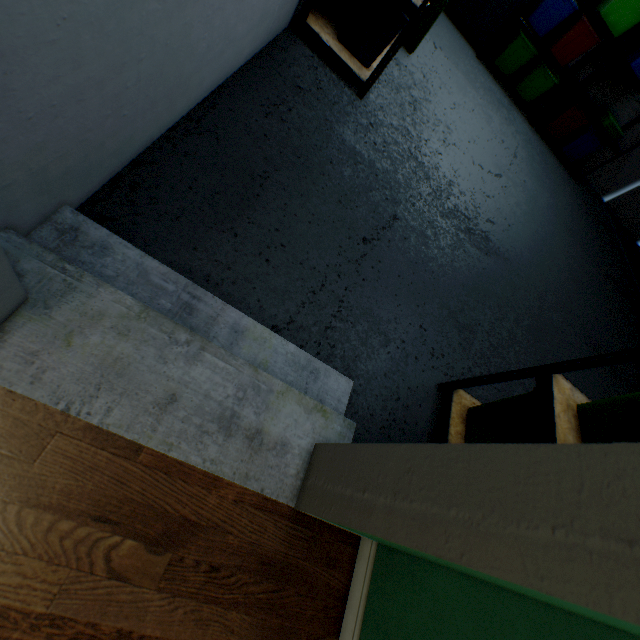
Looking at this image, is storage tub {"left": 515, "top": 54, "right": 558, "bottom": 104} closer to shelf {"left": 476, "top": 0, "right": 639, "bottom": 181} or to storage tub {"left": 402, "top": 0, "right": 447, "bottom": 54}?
shelf {"left": 476, "top": 0, "right": 639, "bottom": 181}

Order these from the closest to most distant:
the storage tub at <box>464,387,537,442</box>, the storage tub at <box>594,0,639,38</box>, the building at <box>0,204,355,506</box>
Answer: the building at <box>0,204,355,506</box> < the storage tub at <box>464,387,537,442</box> < the storage tub at <box>594,0,639,38</box>

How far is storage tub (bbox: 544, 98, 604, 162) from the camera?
4.3m

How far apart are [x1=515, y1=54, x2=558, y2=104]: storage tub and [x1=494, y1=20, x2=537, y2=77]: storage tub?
0.09m

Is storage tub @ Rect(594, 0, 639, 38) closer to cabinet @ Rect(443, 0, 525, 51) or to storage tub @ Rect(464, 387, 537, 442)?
cabinet @ Rect(443, 0, 525, 51)

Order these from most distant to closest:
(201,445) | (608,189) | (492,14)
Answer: (608,189), (492,14), (201,445)

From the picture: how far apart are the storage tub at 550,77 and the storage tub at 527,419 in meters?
4.7 m

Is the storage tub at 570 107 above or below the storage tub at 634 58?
below
